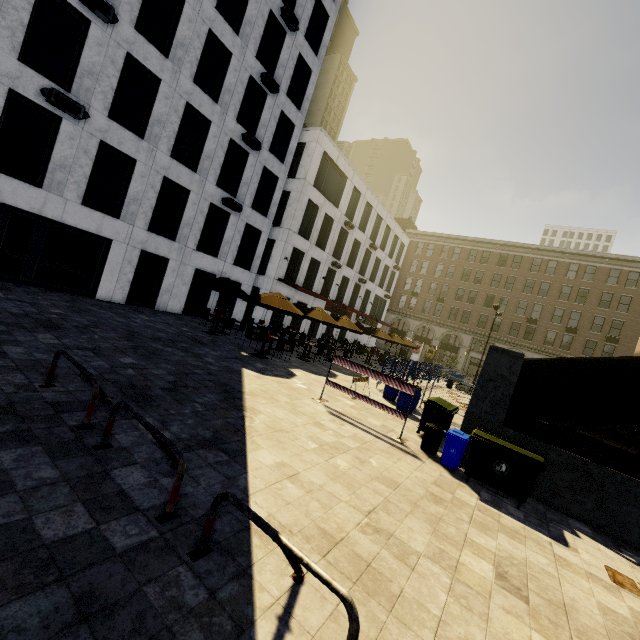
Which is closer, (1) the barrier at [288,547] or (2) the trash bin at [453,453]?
(1) the barrier at [288,547]

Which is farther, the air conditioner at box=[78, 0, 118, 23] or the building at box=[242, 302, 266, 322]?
the building at box=[242, 302, 266, 322]

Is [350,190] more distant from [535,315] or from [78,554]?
[78,554]

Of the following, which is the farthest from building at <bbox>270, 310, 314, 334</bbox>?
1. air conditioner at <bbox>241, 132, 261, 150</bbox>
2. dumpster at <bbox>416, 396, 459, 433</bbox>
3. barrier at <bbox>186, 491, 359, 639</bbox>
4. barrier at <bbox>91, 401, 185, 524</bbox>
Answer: barrier at <bbox>186, 491, 359, 639</bbox>

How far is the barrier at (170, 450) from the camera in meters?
3.5 m

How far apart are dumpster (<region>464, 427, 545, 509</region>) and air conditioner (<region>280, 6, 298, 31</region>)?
Answer: 24.1 meters

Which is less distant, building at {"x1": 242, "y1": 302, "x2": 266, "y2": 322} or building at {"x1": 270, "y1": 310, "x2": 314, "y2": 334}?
building at {"x1": 242, "y1": 302, "x2": 266, "y2": 322}

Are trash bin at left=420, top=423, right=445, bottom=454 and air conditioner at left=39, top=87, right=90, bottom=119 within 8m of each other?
no
